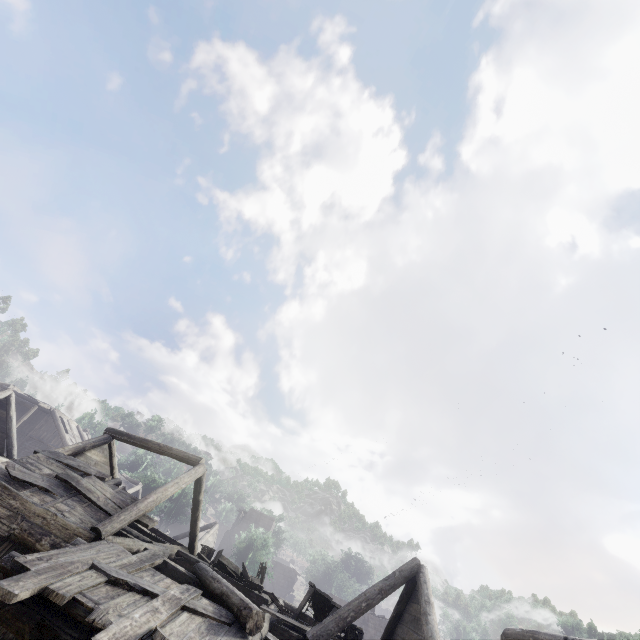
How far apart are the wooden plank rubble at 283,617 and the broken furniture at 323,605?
0.0m

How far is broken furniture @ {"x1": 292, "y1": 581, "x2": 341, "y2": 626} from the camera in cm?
1080

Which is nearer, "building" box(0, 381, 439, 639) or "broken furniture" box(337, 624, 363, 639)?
"building" box(0, 381, 439, 639)

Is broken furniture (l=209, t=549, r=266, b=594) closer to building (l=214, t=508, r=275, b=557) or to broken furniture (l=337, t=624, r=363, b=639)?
building (l=214, t=508, r=275, b=557)

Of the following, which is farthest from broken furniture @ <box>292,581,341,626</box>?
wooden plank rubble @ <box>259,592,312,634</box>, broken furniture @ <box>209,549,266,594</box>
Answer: broken furniture @ <box>209,549,266,594</box>

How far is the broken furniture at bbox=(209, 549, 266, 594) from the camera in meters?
12.8

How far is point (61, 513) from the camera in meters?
8.9 m

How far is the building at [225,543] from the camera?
45.2 meters
